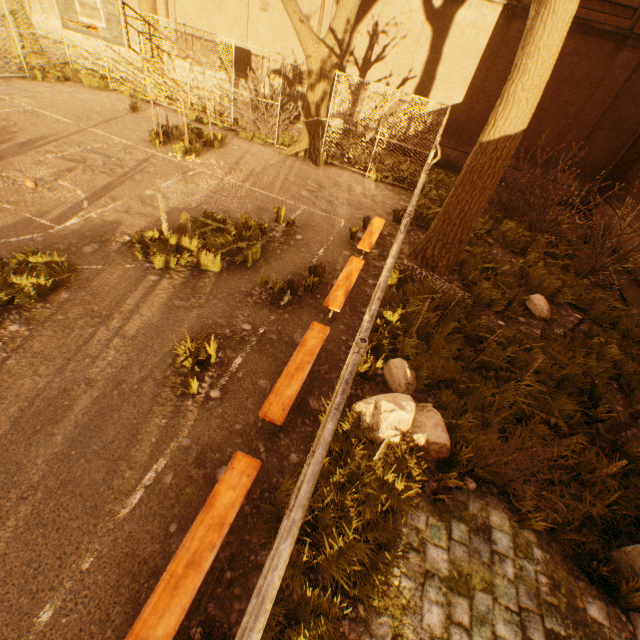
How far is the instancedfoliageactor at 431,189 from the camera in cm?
1041

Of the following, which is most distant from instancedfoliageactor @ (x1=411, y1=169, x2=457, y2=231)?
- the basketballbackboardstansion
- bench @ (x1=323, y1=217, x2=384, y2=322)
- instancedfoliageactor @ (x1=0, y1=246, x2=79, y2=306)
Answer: instancedfoliageactor @ (x1=0, y1=246, x2=79, y2=306)

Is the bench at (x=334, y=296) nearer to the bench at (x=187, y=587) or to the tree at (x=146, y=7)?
the tree at (x=146, y=7)

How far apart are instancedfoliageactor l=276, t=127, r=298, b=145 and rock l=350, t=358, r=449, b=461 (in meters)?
12.26

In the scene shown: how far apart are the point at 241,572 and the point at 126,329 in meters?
3.8 m

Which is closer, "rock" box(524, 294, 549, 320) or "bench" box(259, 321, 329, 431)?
"bench" box(259, 321, 329, 431)

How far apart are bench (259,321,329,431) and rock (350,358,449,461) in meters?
0.8 m

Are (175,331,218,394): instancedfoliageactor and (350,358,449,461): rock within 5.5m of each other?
yes
